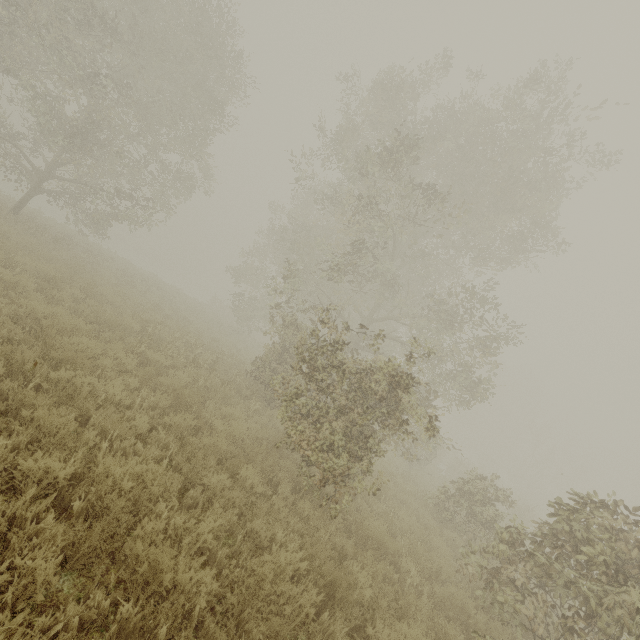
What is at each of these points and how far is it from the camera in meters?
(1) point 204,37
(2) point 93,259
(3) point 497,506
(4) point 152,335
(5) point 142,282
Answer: (1) tree, 13.9
(2) tree, 17.5
(3) tree, 20.9
(4) tree, 10.9
(5) tree, 20.5

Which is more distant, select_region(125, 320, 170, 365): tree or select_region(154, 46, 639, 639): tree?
select_region(125, 320, 170, 365): tree

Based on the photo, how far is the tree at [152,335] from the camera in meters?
7.9 m

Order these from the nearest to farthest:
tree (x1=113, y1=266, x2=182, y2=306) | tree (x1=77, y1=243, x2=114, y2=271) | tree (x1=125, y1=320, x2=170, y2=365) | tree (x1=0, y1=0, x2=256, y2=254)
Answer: tree (x1=125, y1=320, x2=170, y2=365), tree (x1=0, y1=0, x2=256, y2=254), tree (x1=77, y1=243, x2=114, y2=271), tree (x1=113, y1=266, x2=182, y2=306)

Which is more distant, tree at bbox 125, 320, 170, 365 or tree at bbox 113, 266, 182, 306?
tree at bbox 113, 266, 182, 306

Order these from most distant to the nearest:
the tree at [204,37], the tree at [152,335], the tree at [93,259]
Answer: the tree at [93,259] < the tree at [204,37] < the tree at [152,335]

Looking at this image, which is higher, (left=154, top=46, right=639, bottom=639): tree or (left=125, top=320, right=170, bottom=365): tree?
(left=154, top=46, right=639, bottom=639): tree
